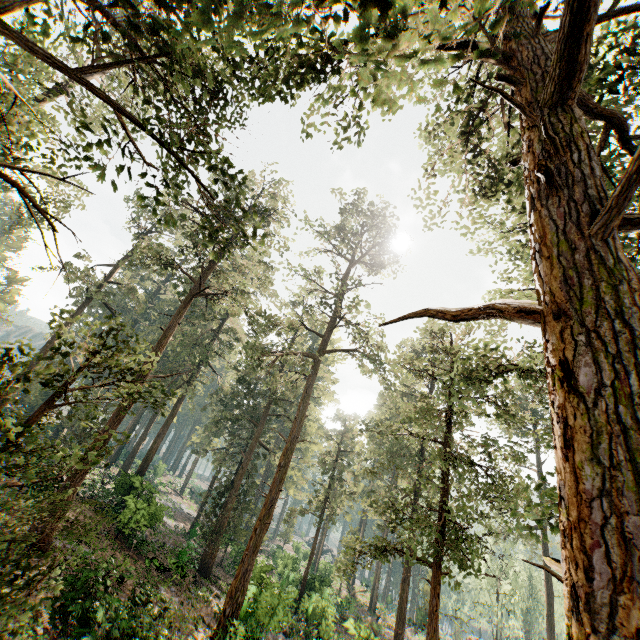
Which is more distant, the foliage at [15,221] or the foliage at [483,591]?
the foliage at [15,221]

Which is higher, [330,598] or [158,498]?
[158,498]

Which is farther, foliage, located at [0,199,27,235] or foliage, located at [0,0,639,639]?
foliage, located at [0,199,27,235]
